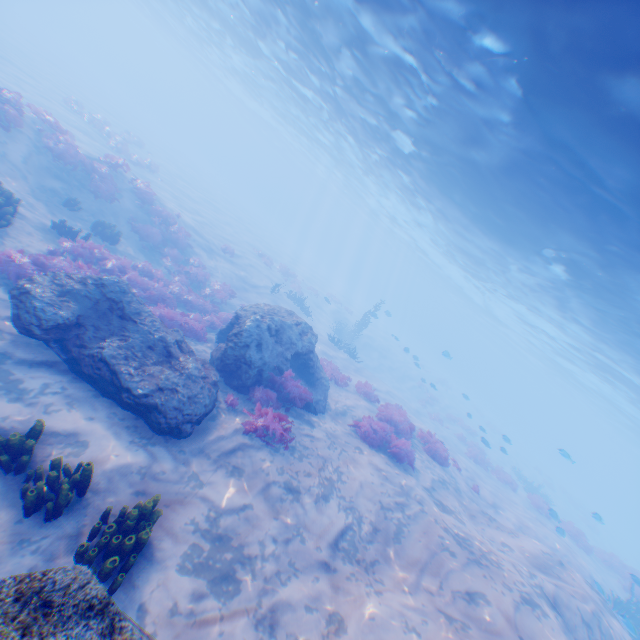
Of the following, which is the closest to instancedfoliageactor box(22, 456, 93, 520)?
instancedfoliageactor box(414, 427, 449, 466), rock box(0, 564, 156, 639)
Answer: rock box(0, 564, 156, 639)

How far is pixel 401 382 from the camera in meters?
35.9 m

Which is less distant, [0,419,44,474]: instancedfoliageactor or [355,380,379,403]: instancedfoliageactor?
[0,419,44,474]: instancedfoliageactor

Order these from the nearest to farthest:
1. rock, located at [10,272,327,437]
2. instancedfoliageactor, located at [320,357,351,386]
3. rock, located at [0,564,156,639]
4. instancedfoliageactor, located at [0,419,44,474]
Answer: rock, located at [0,564,156,639], instancedfoliageactor, located at [0,419,44,474], rock, located at [10,272,327,437], instancedfoliageactor, located at [320,357,351,386]

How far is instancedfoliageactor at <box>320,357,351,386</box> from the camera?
16.4 meters

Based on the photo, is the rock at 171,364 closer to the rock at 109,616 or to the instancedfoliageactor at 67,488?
the instancedfoliageactor at 67,488

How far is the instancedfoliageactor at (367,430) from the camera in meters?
11.5
